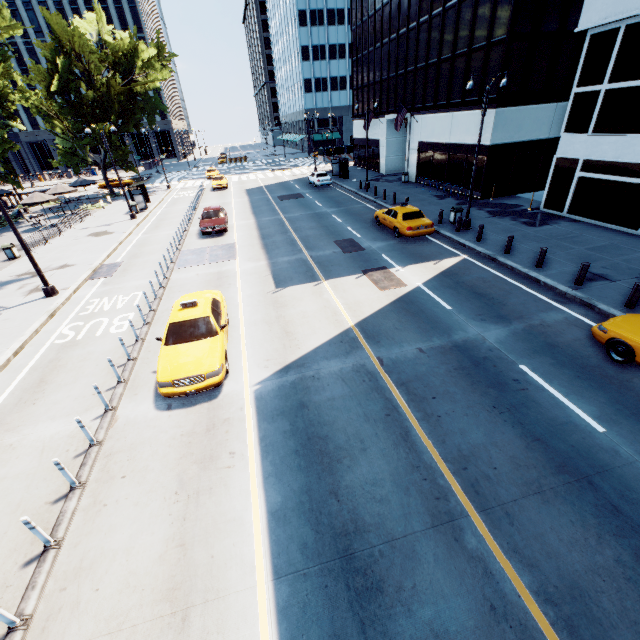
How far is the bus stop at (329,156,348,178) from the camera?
37.84m

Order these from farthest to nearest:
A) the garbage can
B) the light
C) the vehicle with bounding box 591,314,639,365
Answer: the garbage can, the light, the vehicle with bounding box 591,314,639,365

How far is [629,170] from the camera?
16.09m

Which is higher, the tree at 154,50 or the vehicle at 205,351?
the tree at 154,50

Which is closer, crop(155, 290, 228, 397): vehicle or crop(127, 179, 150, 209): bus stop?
crop(155, 290, 228, 397): vehicle

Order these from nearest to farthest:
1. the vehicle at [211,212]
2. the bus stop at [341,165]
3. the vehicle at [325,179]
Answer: the vehicle at [211,212], the vehicle at [325,179], the bus stop at [341,165]

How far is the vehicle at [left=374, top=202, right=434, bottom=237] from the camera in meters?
18.1

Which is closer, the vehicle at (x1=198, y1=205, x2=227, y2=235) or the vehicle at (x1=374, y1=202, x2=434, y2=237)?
the vehicle at (x1=374, y1=202, x2=434, y2=237)
